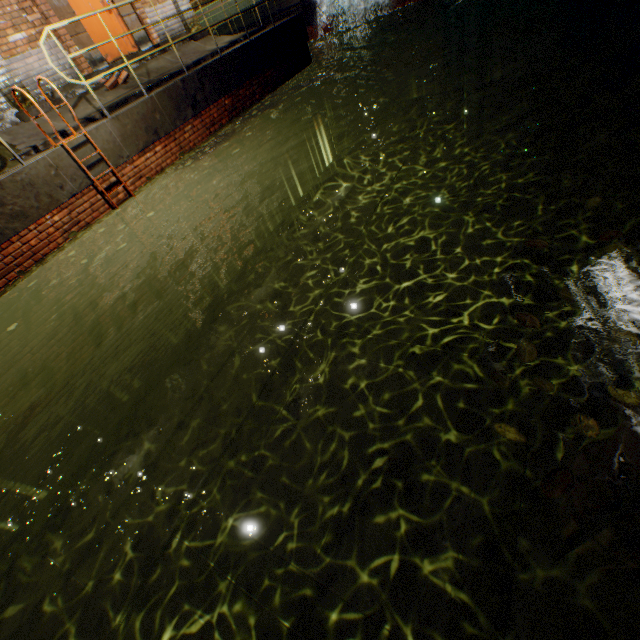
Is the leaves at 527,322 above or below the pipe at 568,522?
above

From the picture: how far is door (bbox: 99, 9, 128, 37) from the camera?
7.5m

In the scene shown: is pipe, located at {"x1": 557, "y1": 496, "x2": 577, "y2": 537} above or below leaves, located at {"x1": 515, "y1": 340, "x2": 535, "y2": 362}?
below

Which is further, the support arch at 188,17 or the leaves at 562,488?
the support arch at 188,17

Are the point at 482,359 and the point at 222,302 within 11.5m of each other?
yes

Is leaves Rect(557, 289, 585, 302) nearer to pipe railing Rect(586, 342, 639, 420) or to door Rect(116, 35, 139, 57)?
pipe railing Rect(586, 342, 639, 420)

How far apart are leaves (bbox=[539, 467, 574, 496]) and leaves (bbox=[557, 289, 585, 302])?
1.0m

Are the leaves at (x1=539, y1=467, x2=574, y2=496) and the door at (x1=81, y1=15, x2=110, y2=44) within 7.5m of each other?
no
